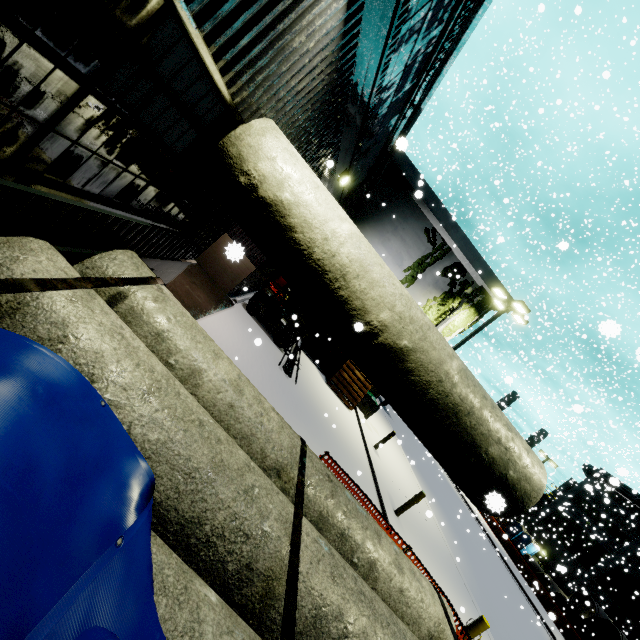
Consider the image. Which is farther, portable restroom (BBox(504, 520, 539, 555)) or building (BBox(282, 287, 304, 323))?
portable restroom (BBox(504, 520, 539, 555))

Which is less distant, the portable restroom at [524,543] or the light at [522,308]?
the light at [522,308]

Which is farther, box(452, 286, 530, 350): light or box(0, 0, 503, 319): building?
box(452, 286, 530, 350): light

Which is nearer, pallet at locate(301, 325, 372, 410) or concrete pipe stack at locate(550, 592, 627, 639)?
pallet at locate(301, 325, 372, 410)

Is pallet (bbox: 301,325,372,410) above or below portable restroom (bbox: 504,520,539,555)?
below

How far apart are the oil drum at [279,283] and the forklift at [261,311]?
1.9m

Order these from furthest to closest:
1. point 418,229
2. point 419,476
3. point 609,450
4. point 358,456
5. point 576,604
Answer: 1. point 576,604
2. point 419,476
3. point 418,229
4. point 609,450
5. point 358,456

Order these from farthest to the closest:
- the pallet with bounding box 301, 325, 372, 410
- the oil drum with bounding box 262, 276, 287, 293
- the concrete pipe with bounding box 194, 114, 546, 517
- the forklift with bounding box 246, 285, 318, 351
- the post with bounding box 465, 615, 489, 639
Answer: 1. the pallet with bounding box 301, 325, 372, 410
2. the oil drum with bounding box 262, 276, 287, 293
3. the forklift with bounding box 246, 285, 318, 351
4. the post with bounding box 465, 615, 489, 639
5. the concrete pipe with bounding box 194, 114, 546, 517
